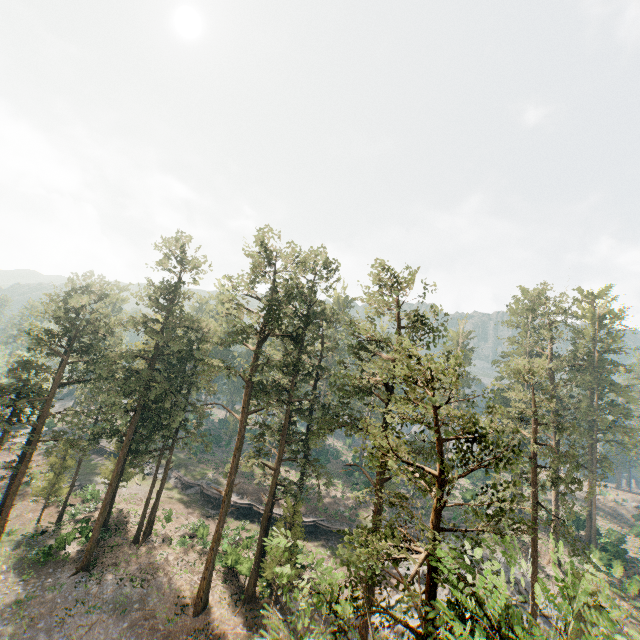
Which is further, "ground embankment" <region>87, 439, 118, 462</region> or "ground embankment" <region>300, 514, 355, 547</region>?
"ground embankment" <region>87, 439, 118, 462</region>

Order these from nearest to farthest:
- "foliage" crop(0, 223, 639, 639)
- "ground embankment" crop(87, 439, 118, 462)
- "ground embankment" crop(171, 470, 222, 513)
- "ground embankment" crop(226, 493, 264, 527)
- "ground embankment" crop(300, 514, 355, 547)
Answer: "foliage" crop(0, 223, 639, 639)
"ground embankment" crop(300, 514, 355, 547)
"ground embankment" crop(226, 493, 264, 527)
"ground embankment" crop(171, 470, 222, 513)
"ground embankment" crop(87, 439, 118, 462)

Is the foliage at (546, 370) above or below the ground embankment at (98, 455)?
above

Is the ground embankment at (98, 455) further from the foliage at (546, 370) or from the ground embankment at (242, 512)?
the foliage at (546, 370)

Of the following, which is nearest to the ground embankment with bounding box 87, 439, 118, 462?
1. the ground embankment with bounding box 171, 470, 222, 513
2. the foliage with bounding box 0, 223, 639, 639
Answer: the ground embankment with bounding box 171, 470, 222, 513

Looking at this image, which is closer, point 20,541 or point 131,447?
point 20,541

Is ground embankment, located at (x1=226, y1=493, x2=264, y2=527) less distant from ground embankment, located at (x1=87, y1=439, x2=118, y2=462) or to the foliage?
the foliage
